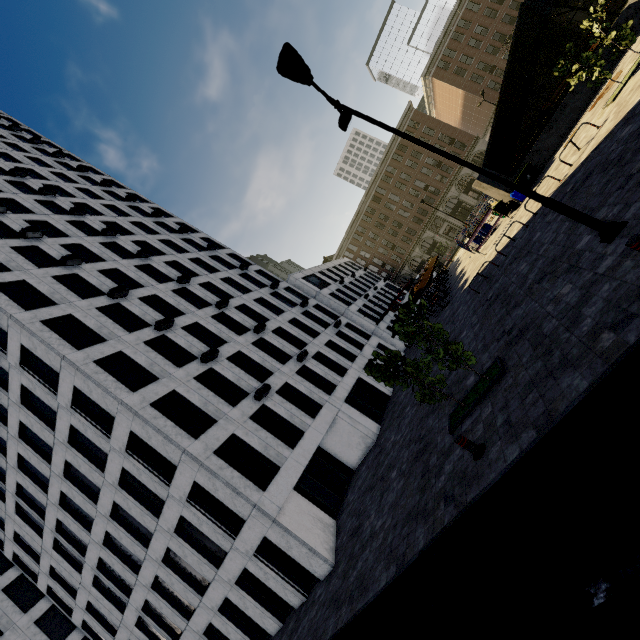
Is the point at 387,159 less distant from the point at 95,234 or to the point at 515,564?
the point at 95,234

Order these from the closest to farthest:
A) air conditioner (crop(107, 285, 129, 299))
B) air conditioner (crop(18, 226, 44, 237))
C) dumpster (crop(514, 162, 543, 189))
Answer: dumpster (crop(514, 162, 543, 189))
air conditioner (crop(107, 285, 129, 299))
air conditioner (crop(18, 226, 44, 237))

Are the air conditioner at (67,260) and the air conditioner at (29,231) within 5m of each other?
yes

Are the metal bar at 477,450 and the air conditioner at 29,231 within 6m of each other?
no

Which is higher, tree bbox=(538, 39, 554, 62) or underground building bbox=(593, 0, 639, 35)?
tree bbox=(538, 39, 554, 62)

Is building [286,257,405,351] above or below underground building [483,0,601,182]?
above

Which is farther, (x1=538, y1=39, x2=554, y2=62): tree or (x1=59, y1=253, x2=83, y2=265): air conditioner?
(x1=538, y1=39, x2=554, y2=62): tree

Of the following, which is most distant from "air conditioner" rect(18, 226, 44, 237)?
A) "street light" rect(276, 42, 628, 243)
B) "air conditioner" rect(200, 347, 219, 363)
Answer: "street light" rect(276, 42, 628, 243)
